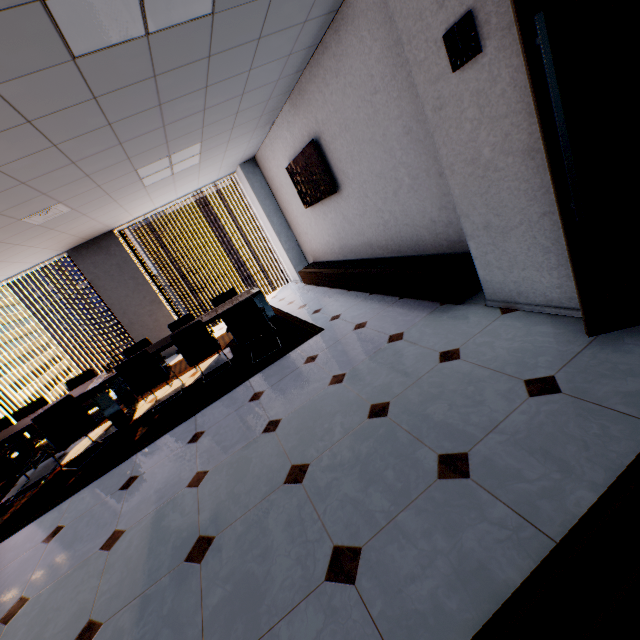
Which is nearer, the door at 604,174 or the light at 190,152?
the door at 604,174

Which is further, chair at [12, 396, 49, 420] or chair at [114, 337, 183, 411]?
chair at [12, 396, 49, 420]

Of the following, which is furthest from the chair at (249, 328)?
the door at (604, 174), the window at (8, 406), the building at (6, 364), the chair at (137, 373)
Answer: the building at (6, 364)

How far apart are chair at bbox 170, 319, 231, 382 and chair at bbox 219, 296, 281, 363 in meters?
0.3 m

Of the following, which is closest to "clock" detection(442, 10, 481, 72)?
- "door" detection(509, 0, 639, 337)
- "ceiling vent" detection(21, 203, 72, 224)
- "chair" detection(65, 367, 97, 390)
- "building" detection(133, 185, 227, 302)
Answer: "door" detection(509, 0, 639, 337)

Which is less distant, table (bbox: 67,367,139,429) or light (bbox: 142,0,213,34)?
light (bbox: 142,0,213,34)

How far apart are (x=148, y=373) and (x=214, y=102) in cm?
362

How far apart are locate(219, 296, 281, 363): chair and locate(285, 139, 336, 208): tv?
2.0 meters
